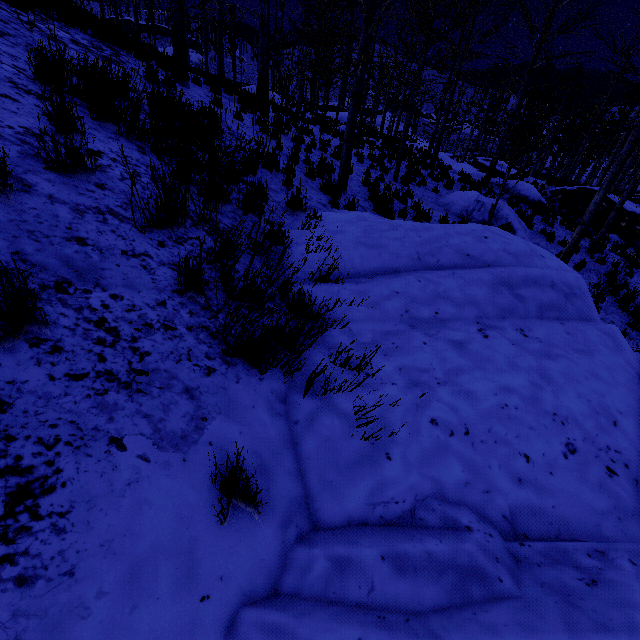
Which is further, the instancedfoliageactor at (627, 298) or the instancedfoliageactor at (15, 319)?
the instancedfoliageactor at (627, 298)

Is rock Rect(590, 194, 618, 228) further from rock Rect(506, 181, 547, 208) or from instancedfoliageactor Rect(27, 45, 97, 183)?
instancedfoliageactor Rect(27, 45, 97, 183)

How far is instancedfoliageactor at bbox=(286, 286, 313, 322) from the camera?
2.67m

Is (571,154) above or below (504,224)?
above

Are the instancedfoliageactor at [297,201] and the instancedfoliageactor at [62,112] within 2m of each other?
no

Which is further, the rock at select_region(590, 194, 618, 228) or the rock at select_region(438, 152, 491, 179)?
the rock at select_region(438, 152, 491, 179)

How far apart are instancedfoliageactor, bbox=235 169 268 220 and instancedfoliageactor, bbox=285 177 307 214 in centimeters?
45cm

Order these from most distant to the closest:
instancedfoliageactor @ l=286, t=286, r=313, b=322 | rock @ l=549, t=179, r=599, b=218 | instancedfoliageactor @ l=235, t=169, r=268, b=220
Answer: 1. rock @ l=549, t=179, r=599, b=218
2. instancedfoliageactor @ l=235, t=169, r=268, b=220
3. instancedfoliageactor @ l=286, t=286, r=313, b=322
